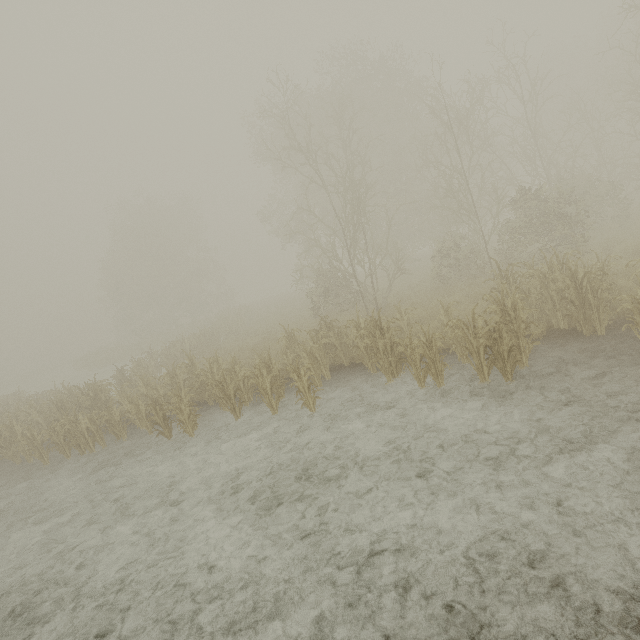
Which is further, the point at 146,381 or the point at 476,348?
the point at 146,381
